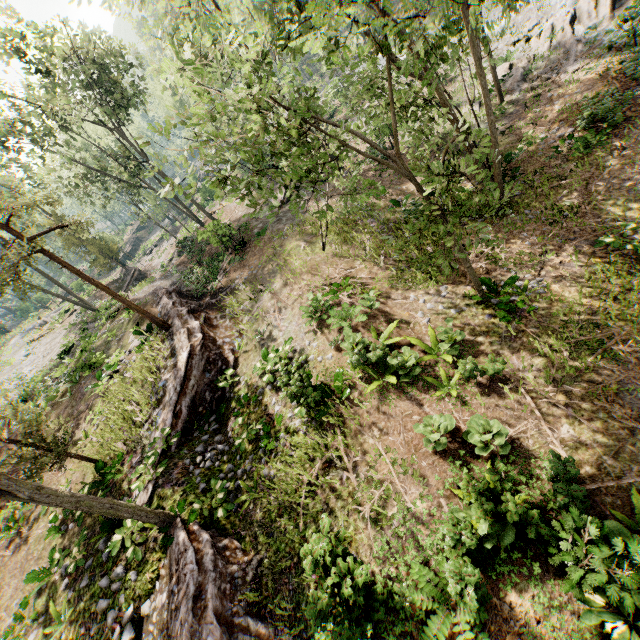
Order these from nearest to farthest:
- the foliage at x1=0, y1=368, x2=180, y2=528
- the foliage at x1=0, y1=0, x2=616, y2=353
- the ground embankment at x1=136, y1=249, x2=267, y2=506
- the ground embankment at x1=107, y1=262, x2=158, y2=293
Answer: the foliage at x1=0, y1=0, x2=616, y2=353 < the foliage at x1=0, y1=368, x2=180, y2=528 < the ground embankment at x1=136, y1=249, x2=267, y2=506 < the ground embankment at x1=107, y1=262, x2=158, y2=293

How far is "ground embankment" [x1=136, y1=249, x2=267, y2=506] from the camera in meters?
12.4

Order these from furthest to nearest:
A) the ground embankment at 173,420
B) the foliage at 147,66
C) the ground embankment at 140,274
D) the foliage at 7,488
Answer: the ground embankment at 140,274 → the ground embankment at 173,420 → the foliage at 7,488 → the foliage at 147,66

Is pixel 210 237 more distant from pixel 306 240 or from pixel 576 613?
pixel 576 613

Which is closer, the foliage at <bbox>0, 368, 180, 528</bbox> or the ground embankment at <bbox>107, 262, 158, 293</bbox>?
the foliage at <bbox>0, 368, 180, 528</bbox>

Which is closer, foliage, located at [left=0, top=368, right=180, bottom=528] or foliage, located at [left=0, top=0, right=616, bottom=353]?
foliage, located at [left=0, top=0, right=616, bottom=353]

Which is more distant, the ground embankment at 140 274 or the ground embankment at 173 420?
the ground embankment at 140 274

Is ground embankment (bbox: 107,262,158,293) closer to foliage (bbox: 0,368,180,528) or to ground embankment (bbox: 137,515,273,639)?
foliage (bbox: 0,368,180,528)
